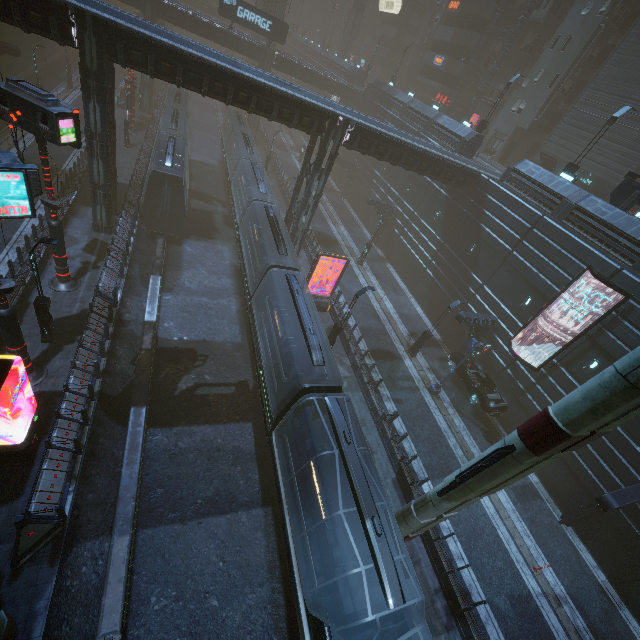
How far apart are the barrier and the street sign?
20.2 meters

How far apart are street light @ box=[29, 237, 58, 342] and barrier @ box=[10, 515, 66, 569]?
8.0m

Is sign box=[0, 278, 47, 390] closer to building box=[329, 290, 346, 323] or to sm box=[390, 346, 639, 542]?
building box=[329, 290, 346, 323]

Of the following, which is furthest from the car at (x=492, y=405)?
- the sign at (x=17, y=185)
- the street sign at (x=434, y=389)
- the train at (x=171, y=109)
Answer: the sign at (x=17, y=185)

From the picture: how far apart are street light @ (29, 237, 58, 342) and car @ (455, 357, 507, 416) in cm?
2390

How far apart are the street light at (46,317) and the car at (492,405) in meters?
23.9 m

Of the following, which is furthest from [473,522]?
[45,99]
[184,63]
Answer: [184,63]

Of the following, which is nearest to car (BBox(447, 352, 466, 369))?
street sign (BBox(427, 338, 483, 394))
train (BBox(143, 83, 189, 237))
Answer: street sign (BBox(427, 338, 483, 394))
